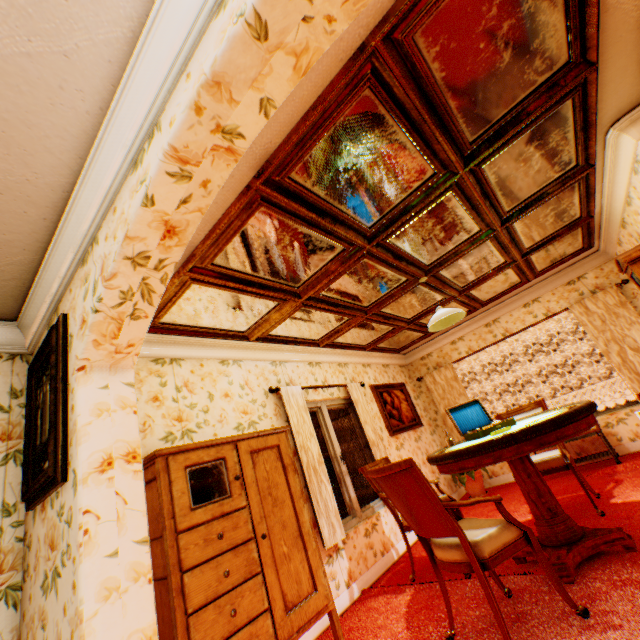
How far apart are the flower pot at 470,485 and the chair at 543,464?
1.8m

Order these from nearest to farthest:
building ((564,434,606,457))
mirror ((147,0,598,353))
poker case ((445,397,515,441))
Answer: mirror ((147,0,598,353))
poker case ((445,397,515,441))
building ((564,434,606,457))

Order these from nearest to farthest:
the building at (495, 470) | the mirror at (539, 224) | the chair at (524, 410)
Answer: the mirror at (539, 224) → the chair at (524, 410) → the building at (495, 470)

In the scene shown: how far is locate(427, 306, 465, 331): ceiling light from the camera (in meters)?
3.79

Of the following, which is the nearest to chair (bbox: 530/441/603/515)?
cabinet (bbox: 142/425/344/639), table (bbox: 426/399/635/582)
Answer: table (bbox: 426/399/635/582)

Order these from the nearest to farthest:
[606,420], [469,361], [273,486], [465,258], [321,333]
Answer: [273,486] < [465,258] < [321,333] < [606,420] < [469,361]

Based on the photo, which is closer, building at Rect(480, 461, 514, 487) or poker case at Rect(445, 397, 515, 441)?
poker case at Rect(445, 397, 515, 441)

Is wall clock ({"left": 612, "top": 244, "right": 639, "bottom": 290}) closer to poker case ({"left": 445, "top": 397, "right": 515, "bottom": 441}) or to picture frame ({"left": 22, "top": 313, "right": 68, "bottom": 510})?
poker case ({"left": 445, "top": 397, "right": 515, "bottom": 441})
